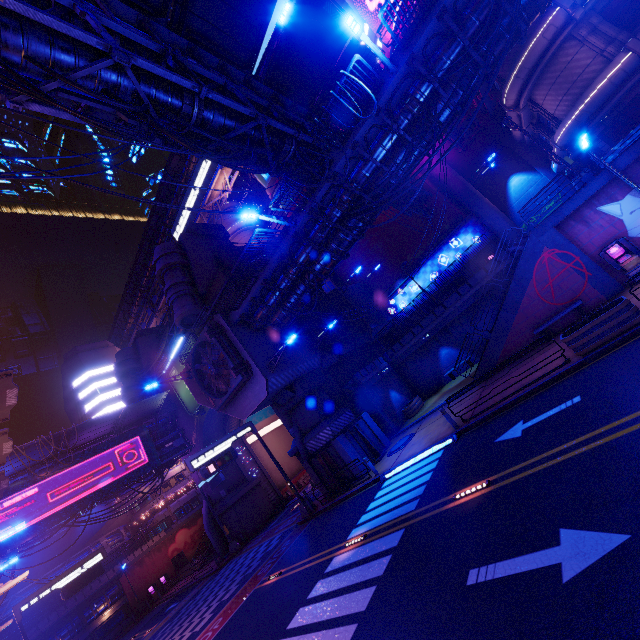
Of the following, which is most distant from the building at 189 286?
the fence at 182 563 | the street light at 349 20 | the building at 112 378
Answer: the building at 112 378

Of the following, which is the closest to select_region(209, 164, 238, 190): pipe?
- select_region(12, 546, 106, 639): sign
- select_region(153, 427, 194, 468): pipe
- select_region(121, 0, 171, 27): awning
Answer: select_region(153, 427, 194, 468): pipe

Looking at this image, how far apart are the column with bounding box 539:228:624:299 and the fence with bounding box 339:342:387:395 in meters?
14.5 m

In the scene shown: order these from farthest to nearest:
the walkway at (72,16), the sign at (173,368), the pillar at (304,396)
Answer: the sign at (173,368) → the pillar at (304,396) → the walkway at (72,16)

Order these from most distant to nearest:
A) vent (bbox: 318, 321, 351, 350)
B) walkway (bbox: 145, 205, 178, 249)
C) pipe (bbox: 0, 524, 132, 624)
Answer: walkway (bbox: 145, 205, 178, 249)
pipe (bbox: 0, 524, 132, 624)
vent (bbox: 318, 321, 351, 350)

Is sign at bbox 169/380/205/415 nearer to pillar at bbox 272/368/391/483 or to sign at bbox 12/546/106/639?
pillar at bbox 272/368/391/483

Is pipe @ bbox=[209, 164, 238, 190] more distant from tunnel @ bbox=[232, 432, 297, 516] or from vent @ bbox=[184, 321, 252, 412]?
vent @ bbox=[184, 321, 252, 412]

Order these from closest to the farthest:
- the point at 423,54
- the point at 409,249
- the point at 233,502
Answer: the point at 423,54 < the point at 233,502 < the point at 409,249
